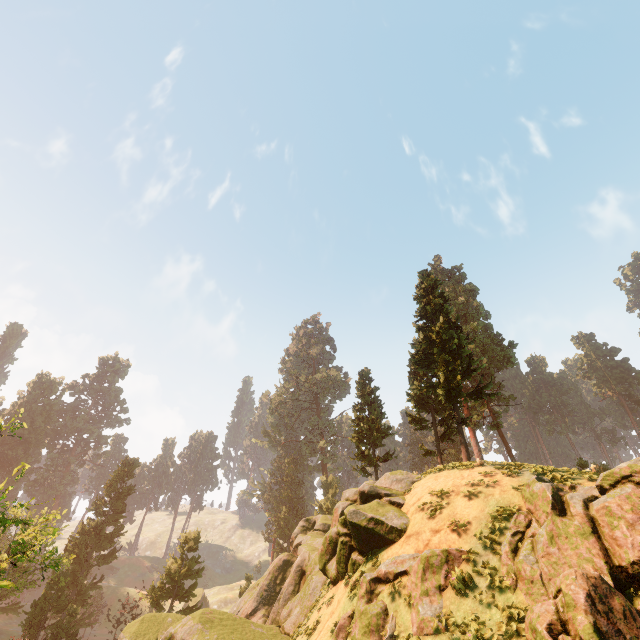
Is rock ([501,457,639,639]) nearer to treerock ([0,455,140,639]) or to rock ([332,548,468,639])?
rock ([332,548,468,639])

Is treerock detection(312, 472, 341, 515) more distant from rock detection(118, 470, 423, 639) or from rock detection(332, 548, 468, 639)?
rock detection(332, 548, 468, 639)

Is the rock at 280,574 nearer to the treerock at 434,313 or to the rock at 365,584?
the rock at 365,584

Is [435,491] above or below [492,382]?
below

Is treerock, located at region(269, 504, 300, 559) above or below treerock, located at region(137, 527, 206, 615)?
above

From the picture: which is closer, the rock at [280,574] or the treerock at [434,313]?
the rock at [280,574]

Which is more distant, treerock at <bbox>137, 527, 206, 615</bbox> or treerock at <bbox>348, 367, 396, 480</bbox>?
treerock at <bbox>137, 527, 206, 615</bbox>
